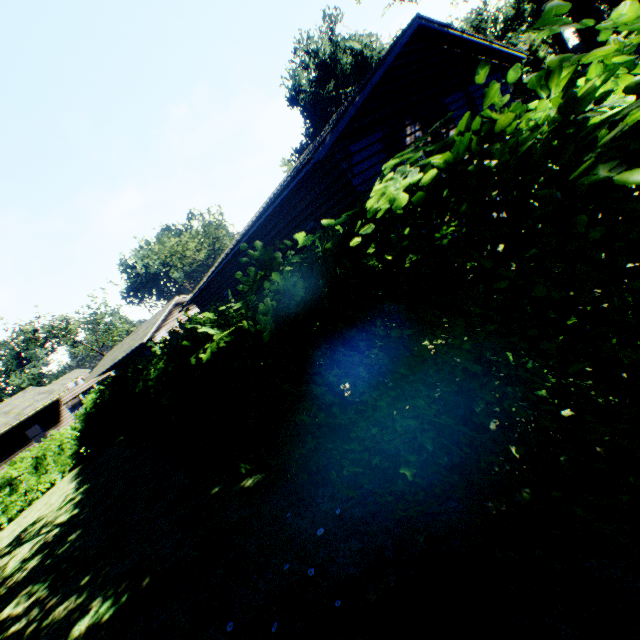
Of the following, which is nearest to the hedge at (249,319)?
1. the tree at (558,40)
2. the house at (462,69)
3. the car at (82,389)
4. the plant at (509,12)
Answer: the house at (462,69)

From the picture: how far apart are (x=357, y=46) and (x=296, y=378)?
71.3m

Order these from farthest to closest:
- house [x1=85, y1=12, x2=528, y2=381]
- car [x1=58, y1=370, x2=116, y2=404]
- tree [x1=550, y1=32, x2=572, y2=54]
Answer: car [x1=58, y1=370, x2=116, y2=404] → tree [x1=550, y1=32, x2=572, y2=54] → house [x1=85, y1=12, x2=528, y2=381]

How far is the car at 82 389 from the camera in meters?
27.7 m

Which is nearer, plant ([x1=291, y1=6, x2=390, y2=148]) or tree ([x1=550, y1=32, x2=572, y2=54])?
tree ([x1=550, y1=32, x2=572, y2=54])

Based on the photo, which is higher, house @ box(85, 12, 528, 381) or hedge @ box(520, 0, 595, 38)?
house @ box(85, 12, 528, 381)

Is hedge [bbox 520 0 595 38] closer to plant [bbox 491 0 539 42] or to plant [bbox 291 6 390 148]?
plant [bbox 291 6 390 148]

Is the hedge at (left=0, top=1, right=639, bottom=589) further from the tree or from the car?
the car
